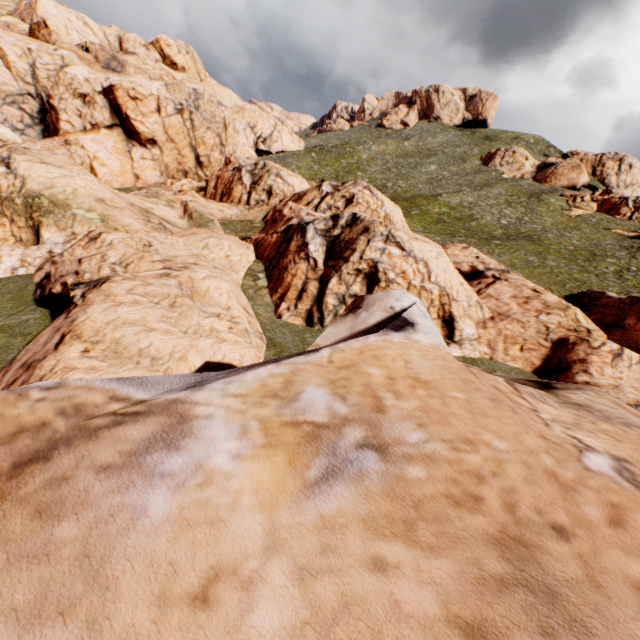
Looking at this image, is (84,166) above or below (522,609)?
below

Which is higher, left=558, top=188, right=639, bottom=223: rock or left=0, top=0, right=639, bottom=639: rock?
left=558, top=188, right=639, bottom=223: rock

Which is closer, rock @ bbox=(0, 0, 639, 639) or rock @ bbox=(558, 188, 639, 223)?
rock @ bbox=(0, 0, 639, 639)

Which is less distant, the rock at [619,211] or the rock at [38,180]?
the rock at [38,180]

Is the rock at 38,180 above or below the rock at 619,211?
below
